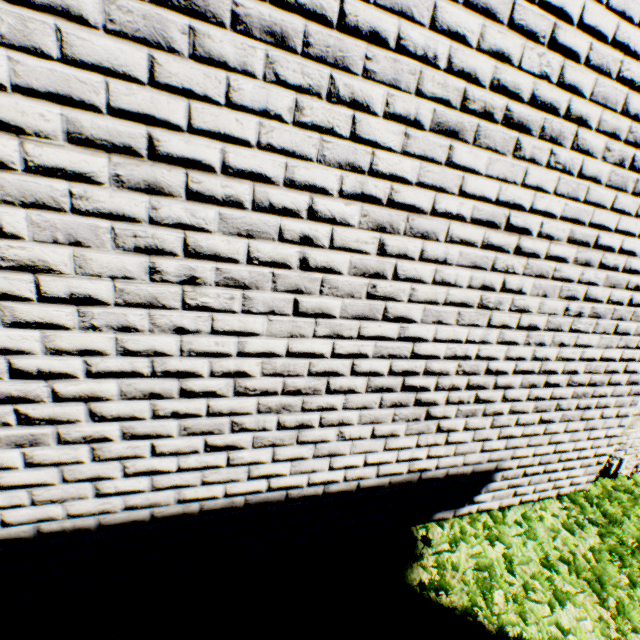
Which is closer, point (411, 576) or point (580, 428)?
point (411, 576)
